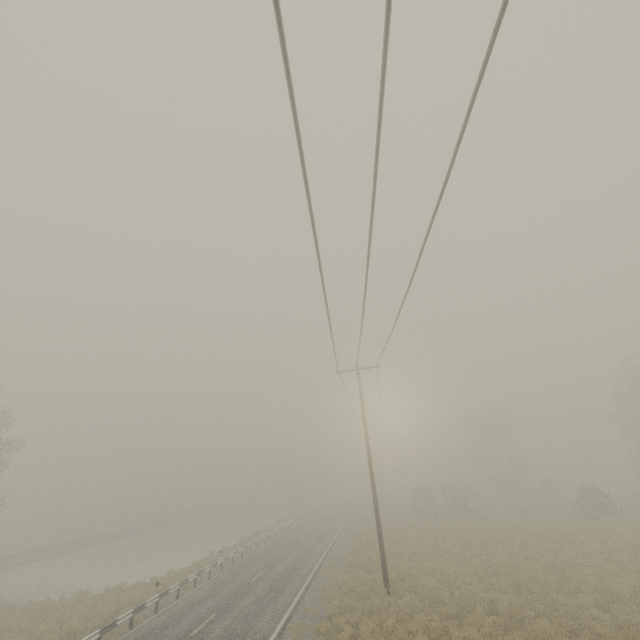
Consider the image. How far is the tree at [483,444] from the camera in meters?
48.3

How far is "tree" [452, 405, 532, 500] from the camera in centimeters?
4834cm

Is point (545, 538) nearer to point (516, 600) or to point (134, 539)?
point (516, 600)

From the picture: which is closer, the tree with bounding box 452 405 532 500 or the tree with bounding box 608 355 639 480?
the tree with bounding box 608 355 639 480

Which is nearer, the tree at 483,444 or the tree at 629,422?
the tree at 629,422
